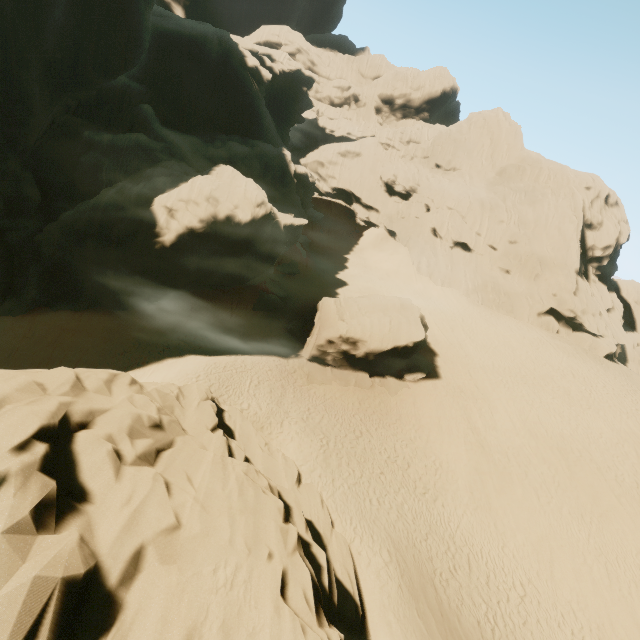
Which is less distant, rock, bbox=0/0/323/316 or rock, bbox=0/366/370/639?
rock, bbox=0/366/370/639

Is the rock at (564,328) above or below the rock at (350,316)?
above

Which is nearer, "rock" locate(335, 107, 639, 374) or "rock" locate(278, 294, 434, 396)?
"rock" locate(278, 294, 434, 396)

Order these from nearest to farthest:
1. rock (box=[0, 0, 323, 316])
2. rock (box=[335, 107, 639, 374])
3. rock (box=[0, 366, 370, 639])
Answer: rock (box=[0, 366, 370, 639]) → rock (box=[0, 0, 323, 316]) → rock (box=[335, 107, 639, 374])

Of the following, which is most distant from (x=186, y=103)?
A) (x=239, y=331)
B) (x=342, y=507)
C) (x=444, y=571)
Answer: (x=444, y=571)

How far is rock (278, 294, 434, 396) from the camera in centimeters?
2489cm

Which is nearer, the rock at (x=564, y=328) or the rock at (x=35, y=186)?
the rock at (x=35, y=186)
